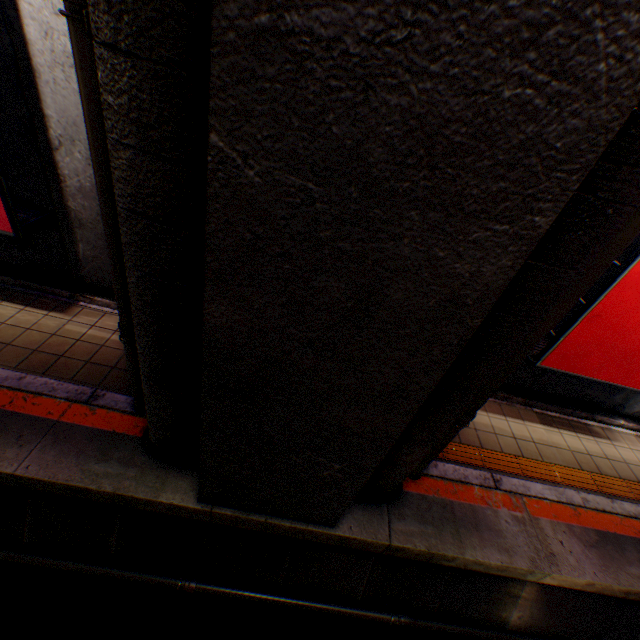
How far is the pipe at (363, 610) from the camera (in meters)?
3.66

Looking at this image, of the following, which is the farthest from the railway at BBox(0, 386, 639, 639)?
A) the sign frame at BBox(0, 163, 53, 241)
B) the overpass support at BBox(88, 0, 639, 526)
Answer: the sign frame at BBox(0, 163, 53, 241)

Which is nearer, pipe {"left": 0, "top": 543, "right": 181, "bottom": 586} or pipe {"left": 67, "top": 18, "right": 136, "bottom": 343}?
pipe {"left": 67, "top": 18, "right": 136, "bottom": 343}

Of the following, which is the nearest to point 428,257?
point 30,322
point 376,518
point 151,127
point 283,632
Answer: point 151,127

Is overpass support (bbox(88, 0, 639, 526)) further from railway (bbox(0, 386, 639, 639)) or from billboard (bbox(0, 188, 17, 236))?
billboard (bbox(0, 188, 17, 236))

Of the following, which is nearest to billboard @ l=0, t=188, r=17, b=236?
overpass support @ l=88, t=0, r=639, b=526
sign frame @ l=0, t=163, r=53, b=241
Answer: sign frame @ l=0, t=163, r=53, b=241

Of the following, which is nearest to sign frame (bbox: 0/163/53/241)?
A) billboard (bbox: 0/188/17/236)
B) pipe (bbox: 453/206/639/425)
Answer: billboard (bbox: 0/188/17/236)

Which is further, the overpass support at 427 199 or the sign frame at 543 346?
the sign frame at 543 346
